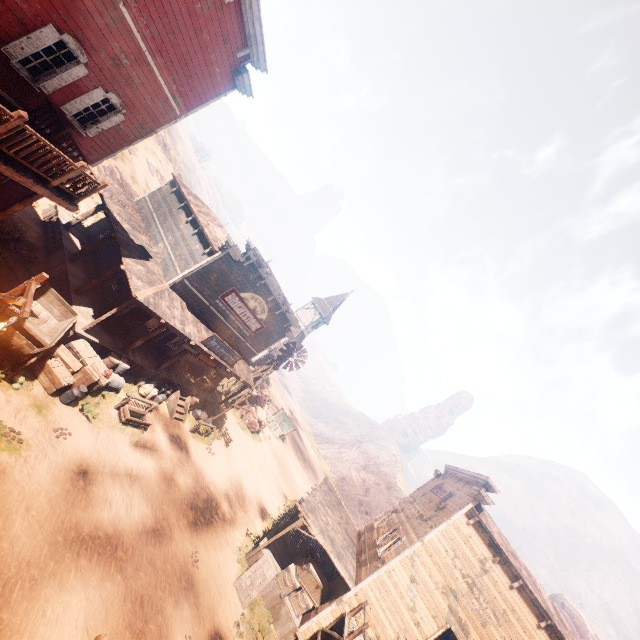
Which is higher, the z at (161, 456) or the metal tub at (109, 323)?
the metal tub at (109, 323)

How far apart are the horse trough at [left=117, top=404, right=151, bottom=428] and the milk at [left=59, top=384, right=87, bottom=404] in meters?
2.2 m

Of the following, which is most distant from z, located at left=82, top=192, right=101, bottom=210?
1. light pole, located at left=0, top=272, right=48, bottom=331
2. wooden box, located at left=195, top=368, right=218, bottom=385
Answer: wooden box, located at left=195, top=368, right=218, bottom=385

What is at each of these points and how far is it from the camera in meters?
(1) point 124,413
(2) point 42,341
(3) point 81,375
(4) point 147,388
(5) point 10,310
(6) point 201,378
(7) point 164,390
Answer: (1) horse trough, 13.7 m
(2) carraige, 10.1 m
(3) wooden box, 11.8 m
(4) burlap sack, 16.3 m
(5) carraige, 9.5 m
(6) wooden box, 21.3 m
(7) milk container, 17.6 m

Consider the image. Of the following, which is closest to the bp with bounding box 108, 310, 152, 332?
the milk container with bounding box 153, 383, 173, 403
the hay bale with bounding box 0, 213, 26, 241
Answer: the milk container with bounding box 153, 383, 173, 403

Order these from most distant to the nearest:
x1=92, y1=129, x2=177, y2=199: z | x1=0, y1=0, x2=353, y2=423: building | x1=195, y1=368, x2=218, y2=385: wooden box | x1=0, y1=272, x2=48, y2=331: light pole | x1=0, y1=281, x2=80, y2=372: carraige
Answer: x1=92, y1=129, x2=177, y2=199: z → x1=195, y1=368, x2=218, y2=385: wooden box → x1=0, y1=281, x2=80, y2=372: carraige → x1=0, y1=0, x2=353, y2=423: building → x1=0, y1=272, x2=48, y2=331: light pole

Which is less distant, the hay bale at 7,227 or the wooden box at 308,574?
the hay bale at 7,227

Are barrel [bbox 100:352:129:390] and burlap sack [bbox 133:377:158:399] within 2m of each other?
yes
